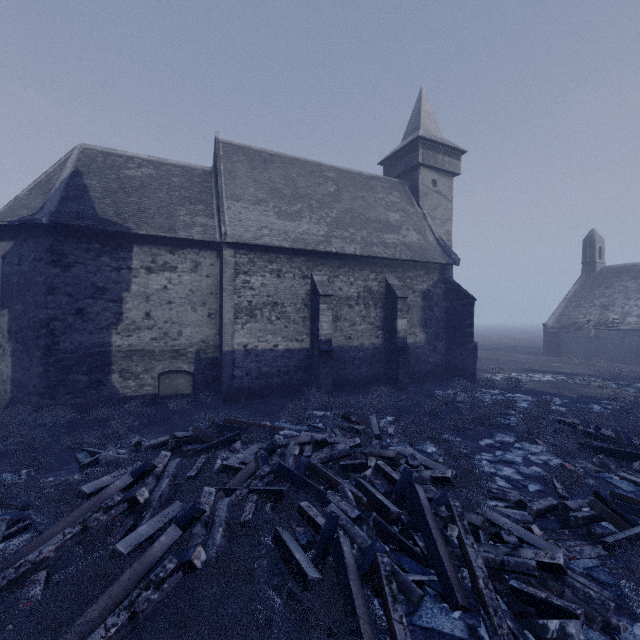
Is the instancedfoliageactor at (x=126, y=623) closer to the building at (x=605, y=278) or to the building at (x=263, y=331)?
the building at (x=263, y=331)

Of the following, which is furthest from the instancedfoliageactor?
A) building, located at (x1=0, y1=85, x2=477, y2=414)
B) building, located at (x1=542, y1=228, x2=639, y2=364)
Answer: building, located at (x1=542, y1=228, x2=639, y2=364)

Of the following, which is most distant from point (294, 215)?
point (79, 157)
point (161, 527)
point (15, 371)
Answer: point (161, 527)

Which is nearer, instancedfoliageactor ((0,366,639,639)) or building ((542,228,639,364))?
instancedfoliageactor ((0,366,639,639))

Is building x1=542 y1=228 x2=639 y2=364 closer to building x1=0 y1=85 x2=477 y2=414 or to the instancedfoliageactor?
the instancedfoliageactor

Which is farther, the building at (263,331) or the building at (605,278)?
the building at (605,278)
